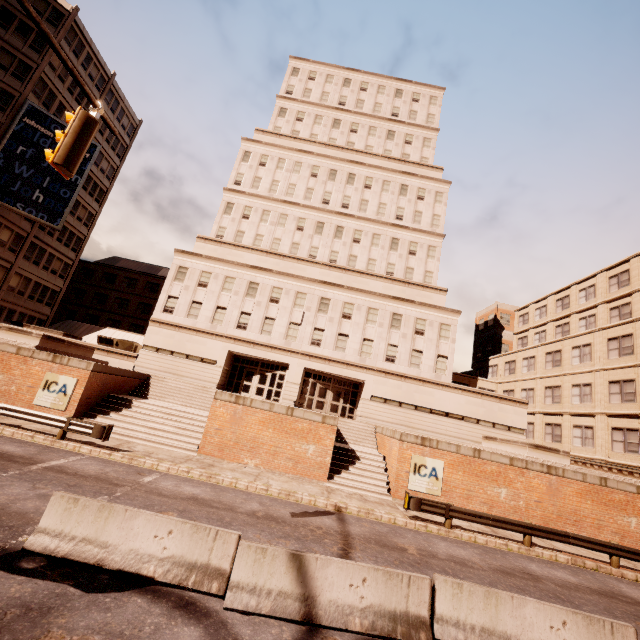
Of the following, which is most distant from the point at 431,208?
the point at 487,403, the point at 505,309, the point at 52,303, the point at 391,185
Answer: the point at 52,303

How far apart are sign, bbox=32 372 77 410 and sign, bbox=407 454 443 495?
18.7 meters

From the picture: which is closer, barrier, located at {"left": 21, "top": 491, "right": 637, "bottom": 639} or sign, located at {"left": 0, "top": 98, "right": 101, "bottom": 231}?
barrier, located at {"left": 21, "top": 491, "right": 637, "bottom": 639}

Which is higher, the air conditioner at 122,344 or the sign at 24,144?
the sign at 24,144

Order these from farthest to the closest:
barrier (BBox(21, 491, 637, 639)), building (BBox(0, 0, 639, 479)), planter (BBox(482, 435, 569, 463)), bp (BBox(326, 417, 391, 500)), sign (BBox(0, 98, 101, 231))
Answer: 1. sign (BBox(0, 98, 101, 231))
2. building (BBox(0, 0, 639, 479))
3. planter (BBox(482, 435, 569, 463))
4. bp (BBox(326, 417, 391, 500))
5. barrier (BBox(21, 491, 637, 639))

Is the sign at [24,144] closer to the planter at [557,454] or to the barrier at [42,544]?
the barrier at [42,544]

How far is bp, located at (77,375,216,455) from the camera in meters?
17.4

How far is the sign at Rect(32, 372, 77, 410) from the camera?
17.19m
